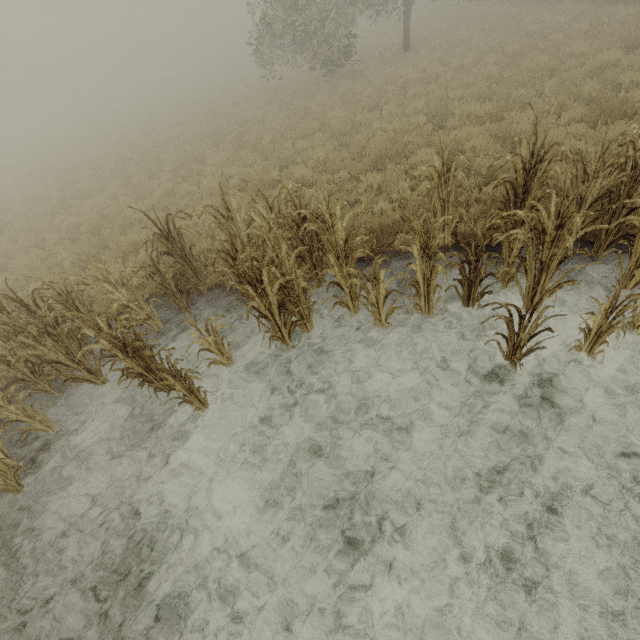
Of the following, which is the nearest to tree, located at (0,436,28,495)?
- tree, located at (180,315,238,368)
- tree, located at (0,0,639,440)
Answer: tree, located at (0,0,639,440)

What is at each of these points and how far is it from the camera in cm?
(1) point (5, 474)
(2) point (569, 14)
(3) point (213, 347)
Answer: (1) tree, 470
(2) tree, 1420
(3) tree, 481

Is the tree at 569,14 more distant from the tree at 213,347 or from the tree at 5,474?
the tree at 213,347

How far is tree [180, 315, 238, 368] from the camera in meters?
4.5 m

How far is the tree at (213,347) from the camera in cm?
448

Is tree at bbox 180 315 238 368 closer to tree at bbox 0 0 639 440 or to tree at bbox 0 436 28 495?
tree at bbox 0 0 639 440
